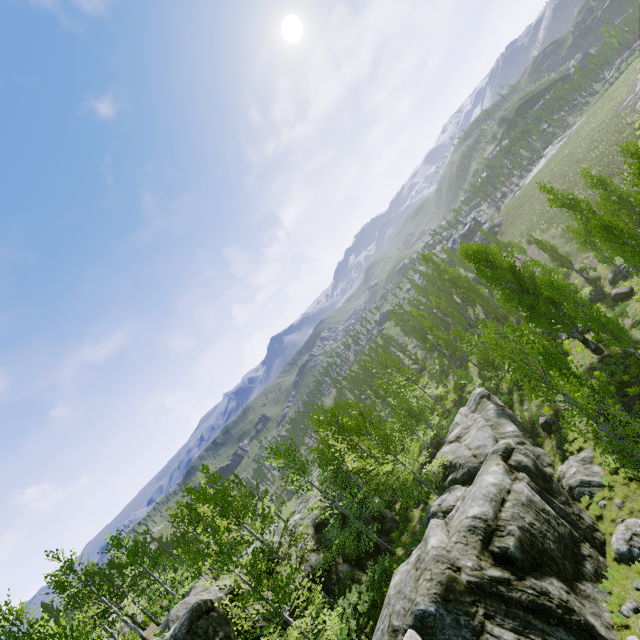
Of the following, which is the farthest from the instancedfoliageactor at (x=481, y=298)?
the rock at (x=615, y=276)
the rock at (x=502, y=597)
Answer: the rock at (x=615, y=276)

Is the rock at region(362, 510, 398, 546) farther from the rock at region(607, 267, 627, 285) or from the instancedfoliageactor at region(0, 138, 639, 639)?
the rock at region(607, 267, 627, 285)

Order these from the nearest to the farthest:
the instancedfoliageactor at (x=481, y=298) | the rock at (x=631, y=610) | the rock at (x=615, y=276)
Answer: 1. the rock at (x=631, y=610)
2. the instancedfoliageactor at (x=481, y=298)
3. the rock at (x=615, y=276)

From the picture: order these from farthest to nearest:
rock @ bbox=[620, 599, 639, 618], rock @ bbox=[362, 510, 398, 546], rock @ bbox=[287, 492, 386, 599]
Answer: rock @ bbox=[362, 510, 398, 546] → rock @ bbox=[287, 492, 386, 599] → rock @ bbox=[620, 599, 639, 618]

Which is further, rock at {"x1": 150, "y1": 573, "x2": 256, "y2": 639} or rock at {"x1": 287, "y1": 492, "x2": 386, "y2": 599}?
rock at {"x1": 287, "y1": 492, "x2": 386, "y2": 599}

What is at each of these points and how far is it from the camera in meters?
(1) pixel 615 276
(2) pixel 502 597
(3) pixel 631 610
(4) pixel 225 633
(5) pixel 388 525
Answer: (1) rock, 32.7 m
(2) rock, 10.8 m
(3) rock, 11.0 m
(4) rock, 15.0 m
(5) rock, 26.5 m

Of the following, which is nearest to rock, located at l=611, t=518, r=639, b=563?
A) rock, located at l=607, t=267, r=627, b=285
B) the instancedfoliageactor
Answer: the instancedfoliageactor
